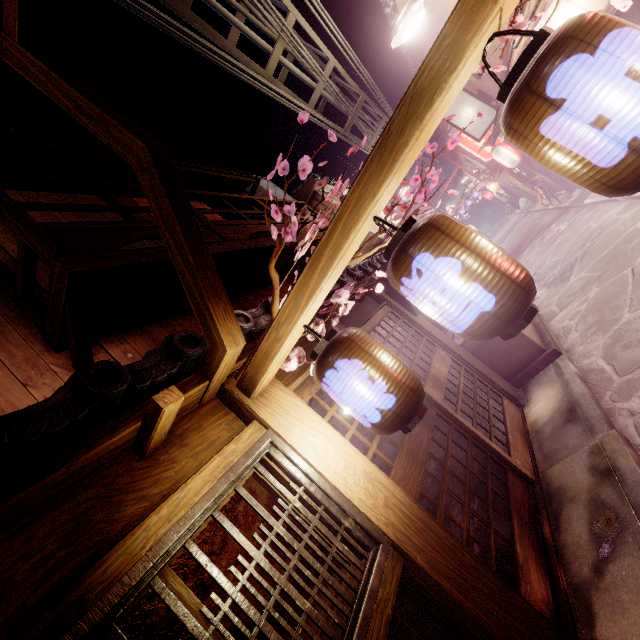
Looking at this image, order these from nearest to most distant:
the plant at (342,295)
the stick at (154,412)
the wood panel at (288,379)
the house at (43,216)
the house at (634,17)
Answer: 1. the stick at (154,412)
2. the plant at (342,295)
3. the wood panel at (288,379)
4. the house at (634,17)
5. the house at (43,216)

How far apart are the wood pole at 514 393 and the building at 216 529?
6.8 meters

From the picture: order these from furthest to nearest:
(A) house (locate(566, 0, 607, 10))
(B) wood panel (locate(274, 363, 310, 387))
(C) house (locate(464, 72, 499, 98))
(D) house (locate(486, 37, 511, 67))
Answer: (C) house (locate(464, 72, 499, 98)) → (D) house (locate(486, 37, 511, 67)) → (A) house (locate(566, 0, 607, 10)) → (B) wood panel (locate(274, 363, 310, 387))

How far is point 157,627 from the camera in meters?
8.8 m

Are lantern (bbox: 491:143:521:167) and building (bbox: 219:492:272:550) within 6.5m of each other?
no

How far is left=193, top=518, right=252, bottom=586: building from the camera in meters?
6.1

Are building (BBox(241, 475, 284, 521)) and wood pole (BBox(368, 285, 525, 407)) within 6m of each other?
no

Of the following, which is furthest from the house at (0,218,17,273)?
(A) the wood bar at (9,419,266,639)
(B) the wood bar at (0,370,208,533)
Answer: (A) the wood bar at (9,419,266,639)
